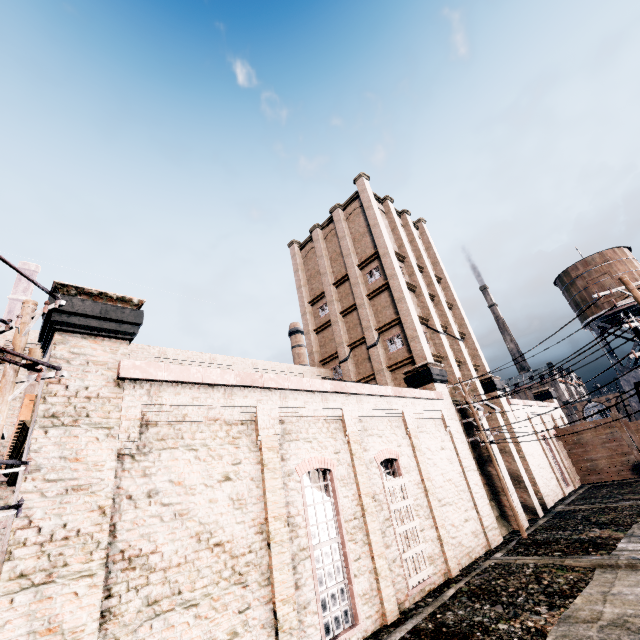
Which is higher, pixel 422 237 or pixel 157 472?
pixel 422 237

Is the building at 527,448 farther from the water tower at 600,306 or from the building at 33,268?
the building at 33,268

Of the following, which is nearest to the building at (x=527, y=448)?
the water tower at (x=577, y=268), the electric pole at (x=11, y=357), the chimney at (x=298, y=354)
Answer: the electric pole at (x=11, y=357)

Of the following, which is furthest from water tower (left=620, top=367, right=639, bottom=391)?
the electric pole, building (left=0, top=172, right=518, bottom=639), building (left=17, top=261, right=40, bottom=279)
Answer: building (left=17, top=261, right=40, bottom=279)

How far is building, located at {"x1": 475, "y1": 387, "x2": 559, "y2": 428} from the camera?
24.2 meters

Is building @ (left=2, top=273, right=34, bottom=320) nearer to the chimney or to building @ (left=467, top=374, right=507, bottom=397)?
→ the chimney

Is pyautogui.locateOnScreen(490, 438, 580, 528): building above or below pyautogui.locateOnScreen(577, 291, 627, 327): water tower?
below
